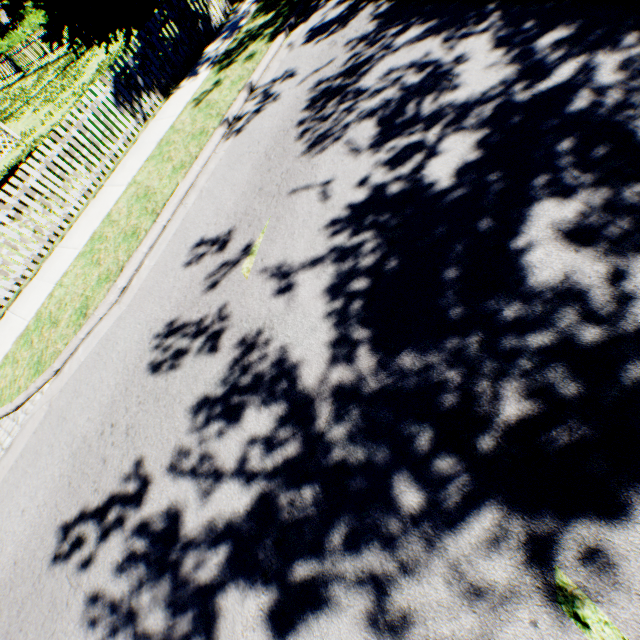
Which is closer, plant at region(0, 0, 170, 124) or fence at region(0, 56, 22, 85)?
plant at region(0, 0, 170, 124)

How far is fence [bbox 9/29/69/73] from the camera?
21.0 meters

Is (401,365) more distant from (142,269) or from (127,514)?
(142,269)

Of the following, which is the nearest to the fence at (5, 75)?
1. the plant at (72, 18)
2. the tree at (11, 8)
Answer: the plant at (72, 18)

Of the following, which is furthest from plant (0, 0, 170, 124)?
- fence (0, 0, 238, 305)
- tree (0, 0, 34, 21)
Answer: tree (0, 0, 34, 21)

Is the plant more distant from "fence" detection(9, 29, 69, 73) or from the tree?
the tree

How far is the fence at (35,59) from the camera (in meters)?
21.03
